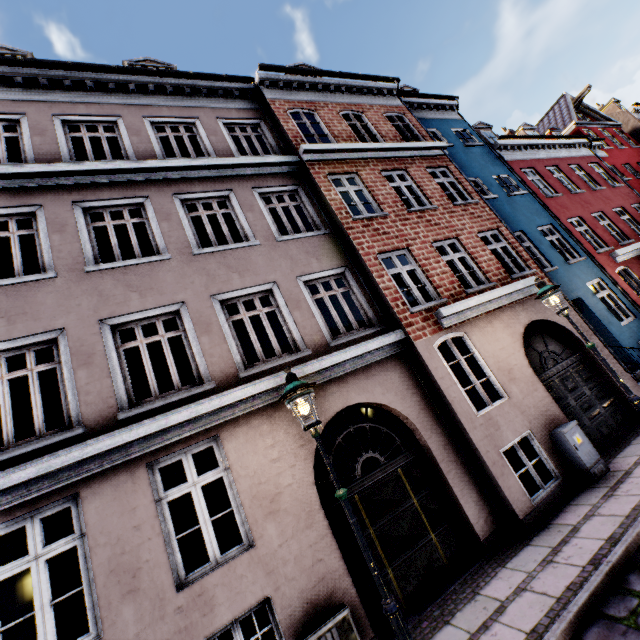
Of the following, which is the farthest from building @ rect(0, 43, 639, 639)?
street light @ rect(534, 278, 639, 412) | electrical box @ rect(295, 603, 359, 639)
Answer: street light @ rect(534, 278, 639, 412)

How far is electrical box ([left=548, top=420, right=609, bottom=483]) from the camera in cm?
647

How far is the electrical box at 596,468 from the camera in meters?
6.5 m

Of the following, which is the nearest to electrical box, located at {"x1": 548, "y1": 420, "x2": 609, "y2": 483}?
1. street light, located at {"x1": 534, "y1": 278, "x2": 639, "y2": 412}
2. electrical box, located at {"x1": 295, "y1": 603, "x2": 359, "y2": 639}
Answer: street light, located at {"x1": 534, "y1": 278, "x2": 639, "y2": 412}

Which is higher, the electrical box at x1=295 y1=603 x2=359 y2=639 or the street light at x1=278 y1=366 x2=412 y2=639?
the street light at x1=278 y1=366 x2=412 y2=639

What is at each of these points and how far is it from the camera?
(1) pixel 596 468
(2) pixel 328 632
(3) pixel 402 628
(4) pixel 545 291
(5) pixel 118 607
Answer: (1) electrical box, 6.5 meters
(2) electrical box, 4.4 meters
(3) street light, 3.3 meters
(4) street light, 6.7 meters
(5) building, 4.2 meters

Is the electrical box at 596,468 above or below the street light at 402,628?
below

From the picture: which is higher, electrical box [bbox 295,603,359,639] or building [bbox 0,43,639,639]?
building [bbox 0,43,639,639]
